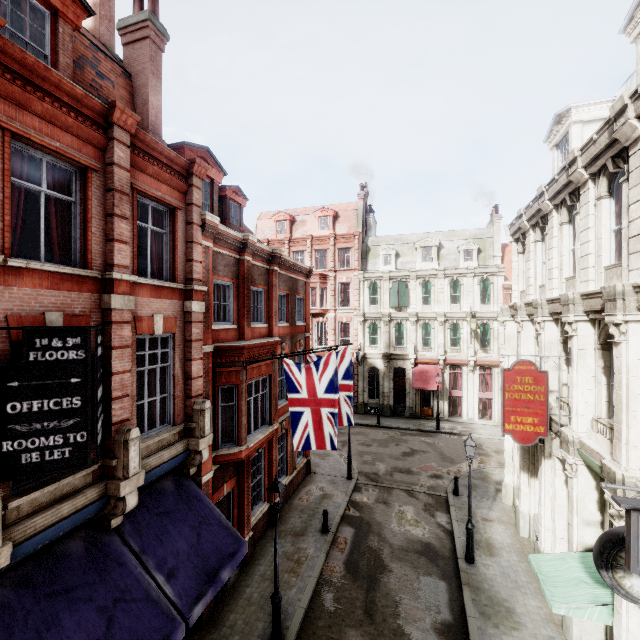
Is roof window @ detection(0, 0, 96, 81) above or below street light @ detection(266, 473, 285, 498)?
above

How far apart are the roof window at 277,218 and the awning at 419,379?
18.7m

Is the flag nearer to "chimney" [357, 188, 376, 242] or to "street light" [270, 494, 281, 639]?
"street light" [270, 494, 281, 639]

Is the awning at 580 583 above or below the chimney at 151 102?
below

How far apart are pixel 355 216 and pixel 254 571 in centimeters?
3076cm

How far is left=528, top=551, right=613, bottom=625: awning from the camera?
7.4m

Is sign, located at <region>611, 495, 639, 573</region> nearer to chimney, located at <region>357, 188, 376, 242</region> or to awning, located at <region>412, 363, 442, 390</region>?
awning, located at <region>412, 363, 442, 390</region>

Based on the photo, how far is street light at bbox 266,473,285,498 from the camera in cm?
908
